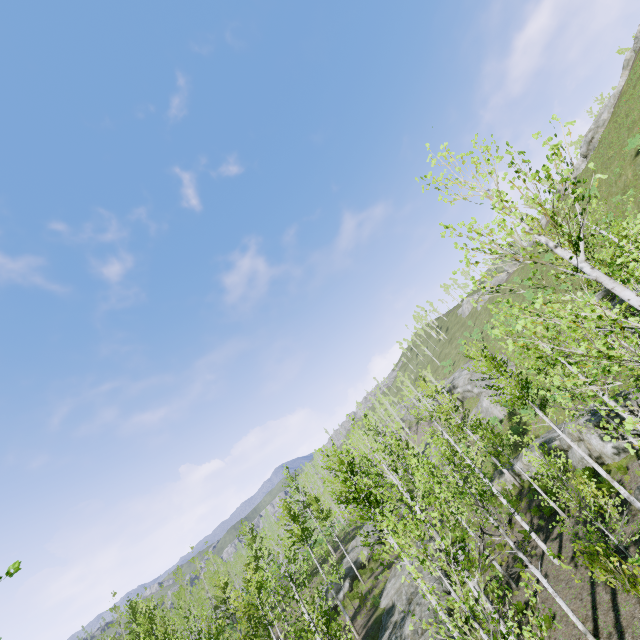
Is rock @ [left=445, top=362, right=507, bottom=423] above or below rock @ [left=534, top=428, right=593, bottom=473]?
above

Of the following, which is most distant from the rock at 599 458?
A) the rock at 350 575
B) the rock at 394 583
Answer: the rock at 350 575

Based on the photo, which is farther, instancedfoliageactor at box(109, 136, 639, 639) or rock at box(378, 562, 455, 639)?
rock at box(378, 562, 455, 639)

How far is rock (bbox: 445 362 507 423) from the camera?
40.25m

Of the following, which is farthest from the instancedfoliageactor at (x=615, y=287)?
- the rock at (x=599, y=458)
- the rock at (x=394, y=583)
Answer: the rock at (x=394, y=583)

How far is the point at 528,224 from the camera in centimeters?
537cm

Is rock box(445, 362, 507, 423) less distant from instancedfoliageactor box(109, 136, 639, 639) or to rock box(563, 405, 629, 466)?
instancedfoliageactor box(109, 136, 639, 639)

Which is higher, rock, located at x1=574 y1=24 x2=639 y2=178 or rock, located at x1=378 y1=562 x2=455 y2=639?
rock, located at x1=574 y1=24 x2=639 y2=178
